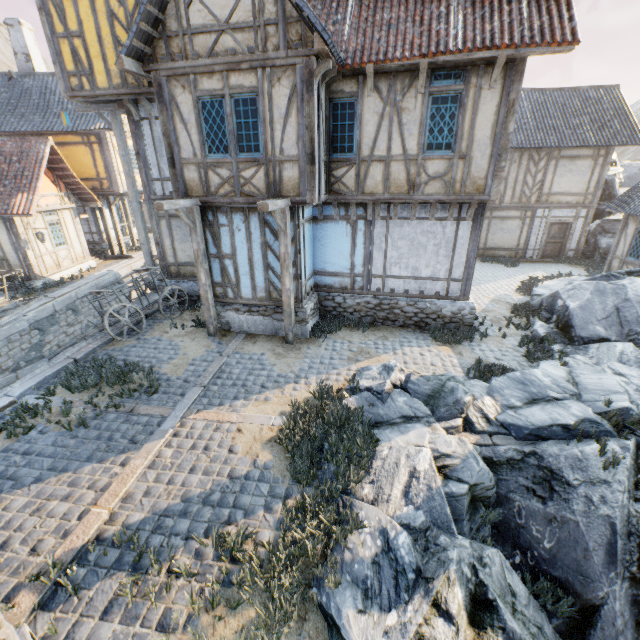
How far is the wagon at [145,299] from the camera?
9.70m

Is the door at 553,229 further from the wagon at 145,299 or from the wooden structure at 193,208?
the wagon at 145,299

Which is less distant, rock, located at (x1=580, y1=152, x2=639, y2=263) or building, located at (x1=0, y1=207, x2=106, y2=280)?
building, located at (x1=0, y1=207, x2=106, y2=280)

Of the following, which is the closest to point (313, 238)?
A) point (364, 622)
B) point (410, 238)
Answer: point (410, 238)

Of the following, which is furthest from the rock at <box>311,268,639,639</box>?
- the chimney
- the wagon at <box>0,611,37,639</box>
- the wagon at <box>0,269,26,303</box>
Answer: the chimney

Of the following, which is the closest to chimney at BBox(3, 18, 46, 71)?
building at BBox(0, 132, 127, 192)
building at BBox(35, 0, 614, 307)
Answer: building at BBox(0, 132, 127, 192)

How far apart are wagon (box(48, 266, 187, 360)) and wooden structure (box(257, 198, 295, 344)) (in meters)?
4.45

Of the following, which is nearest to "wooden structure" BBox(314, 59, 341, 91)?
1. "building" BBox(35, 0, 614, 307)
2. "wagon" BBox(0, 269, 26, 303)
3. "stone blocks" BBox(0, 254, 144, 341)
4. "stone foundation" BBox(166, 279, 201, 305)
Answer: "building" BBox(35, 0, 614, 307)
